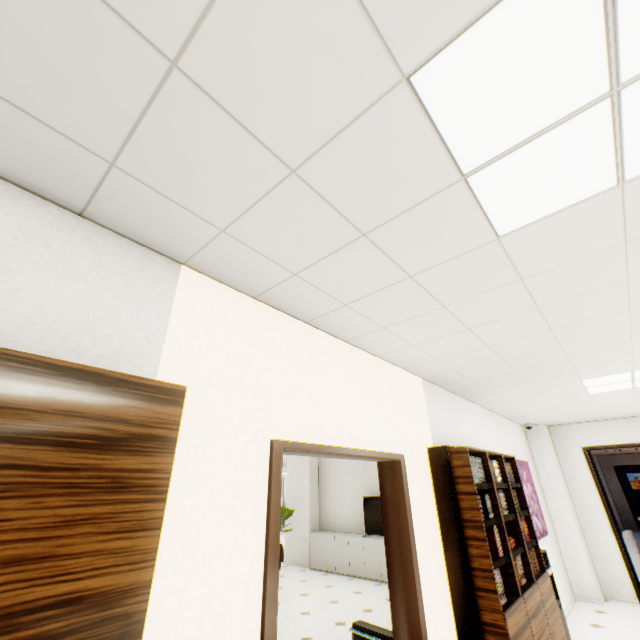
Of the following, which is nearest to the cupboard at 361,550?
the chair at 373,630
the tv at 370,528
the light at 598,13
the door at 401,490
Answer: the tv at 370,528

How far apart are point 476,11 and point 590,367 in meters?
4.0

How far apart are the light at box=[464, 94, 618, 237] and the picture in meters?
5.2 m

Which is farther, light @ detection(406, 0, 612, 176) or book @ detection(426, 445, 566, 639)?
book @ detection(426, 445, 566, 639)

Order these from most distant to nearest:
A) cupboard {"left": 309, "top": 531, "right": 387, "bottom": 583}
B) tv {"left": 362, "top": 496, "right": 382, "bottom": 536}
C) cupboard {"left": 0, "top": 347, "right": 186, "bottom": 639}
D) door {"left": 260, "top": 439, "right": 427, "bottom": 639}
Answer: tv {"left": 362, "top": 496, "right": 382, "bottom": 536}
cupboard {"left": 309, "top": 531, "right": 387, "bottom": 583}
door {"left": 260, "top": 439, "right": 427, "bottom": 639}
cupboard {"left": 0, "top": 347, "right": 186, "bottom": 639}

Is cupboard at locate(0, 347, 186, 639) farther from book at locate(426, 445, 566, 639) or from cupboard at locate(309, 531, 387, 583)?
cupboard at locate(309, 531, 387, 583)

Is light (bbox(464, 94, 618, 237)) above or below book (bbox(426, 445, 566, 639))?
above

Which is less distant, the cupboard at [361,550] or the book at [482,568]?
the book at [482,568]
